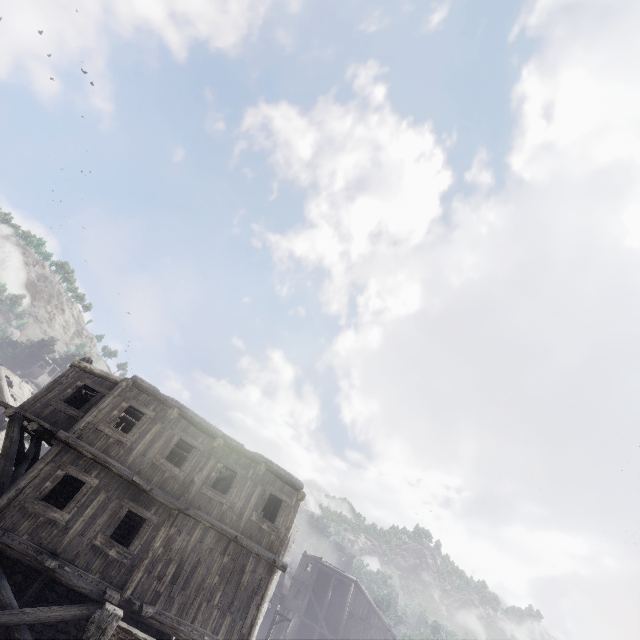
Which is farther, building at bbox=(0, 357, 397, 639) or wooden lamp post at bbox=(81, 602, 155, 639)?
→ building at bbox=(0, 357, 397, 639)

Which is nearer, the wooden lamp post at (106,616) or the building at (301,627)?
the wooden lamp post at (106,616)

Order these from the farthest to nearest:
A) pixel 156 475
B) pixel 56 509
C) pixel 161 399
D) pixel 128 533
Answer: pixel 128 533
pixel 161 399
pixel 156 475
pixel 56 509
